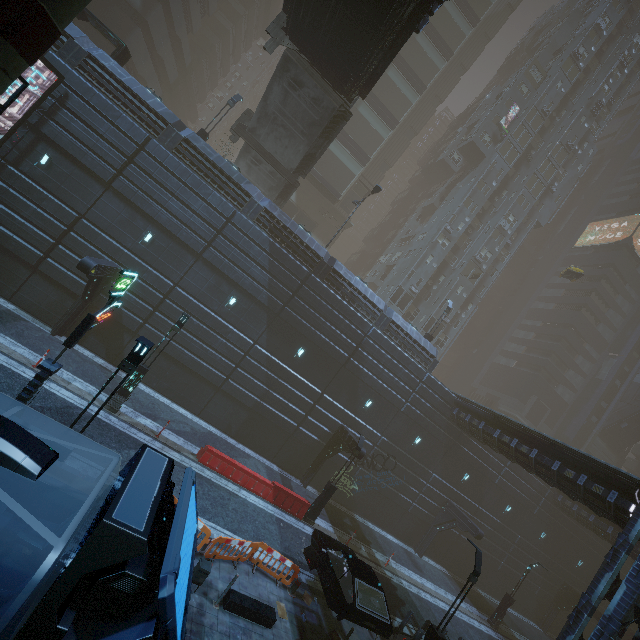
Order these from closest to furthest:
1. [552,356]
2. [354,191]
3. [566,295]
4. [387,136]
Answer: [387,136]
[354,191]
[552,356]
[566,295]

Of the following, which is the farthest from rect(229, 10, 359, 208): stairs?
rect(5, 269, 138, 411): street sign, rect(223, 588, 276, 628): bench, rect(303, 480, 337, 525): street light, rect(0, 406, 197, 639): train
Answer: rect(223, 588, 276, 628): bench

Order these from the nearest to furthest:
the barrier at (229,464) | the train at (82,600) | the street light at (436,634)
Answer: the train at (82,600) → the street light at (436,634) → the barrier at (229,464)

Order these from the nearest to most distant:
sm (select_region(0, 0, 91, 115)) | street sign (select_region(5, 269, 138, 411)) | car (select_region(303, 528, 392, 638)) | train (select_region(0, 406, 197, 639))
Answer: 1. train (select_region(0, 406, 197, 639))
2. sm (select_region(0, 0, 91, 115))
3. street sign (select_region(5, 269, 138, 411))
4. car (select_region(303, 528, 392, 638))

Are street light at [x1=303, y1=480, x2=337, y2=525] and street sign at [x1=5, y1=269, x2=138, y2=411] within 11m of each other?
no

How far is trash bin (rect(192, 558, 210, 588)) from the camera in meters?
9.2 m

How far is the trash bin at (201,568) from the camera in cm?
919

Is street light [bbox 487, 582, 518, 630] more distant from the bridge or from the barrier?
the bridge
